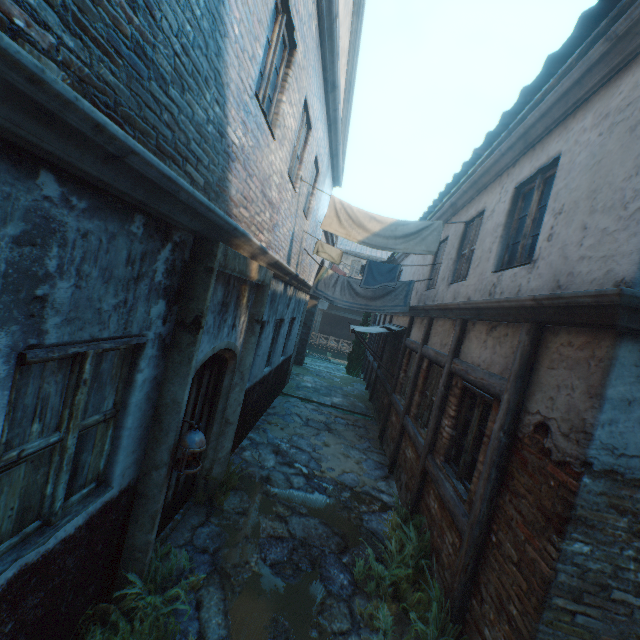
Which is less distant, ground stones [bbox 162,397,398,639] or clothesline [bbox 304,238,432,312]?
ground stones [bbox 162,397,398,639]

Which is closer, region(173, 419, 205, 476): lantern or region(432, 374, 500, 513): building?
region(173, 419, 205, 476): lantern

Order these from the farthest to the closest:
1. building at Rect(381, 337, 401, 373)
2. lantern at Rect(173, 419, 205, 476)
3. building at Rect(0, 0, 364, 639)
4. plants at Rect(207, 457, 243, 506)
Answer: building at Rect(381, 337, 401, 373) < plants at Rect(207, 457, 243, 506) < lantern at Rect(173, 419, 205, 476) < building at Rect(0, 0, 364, 639)

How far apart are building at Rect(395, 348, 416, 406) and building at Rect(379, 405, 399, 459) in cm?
24

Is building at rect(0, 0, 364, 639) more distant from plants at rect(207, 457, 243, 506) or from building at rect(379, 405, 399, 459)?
plants at rect(207, 457, 243, 506)

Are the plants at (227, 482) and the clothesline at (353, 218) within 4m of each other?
no

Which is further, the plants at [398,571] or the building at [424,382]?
the building at [424,382]

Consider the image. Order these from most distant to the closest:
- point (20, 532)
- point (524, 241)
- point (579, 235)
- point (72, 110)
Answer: point (524, 241)
point (579, 235)
point (20, 532)
point (72, 110)
